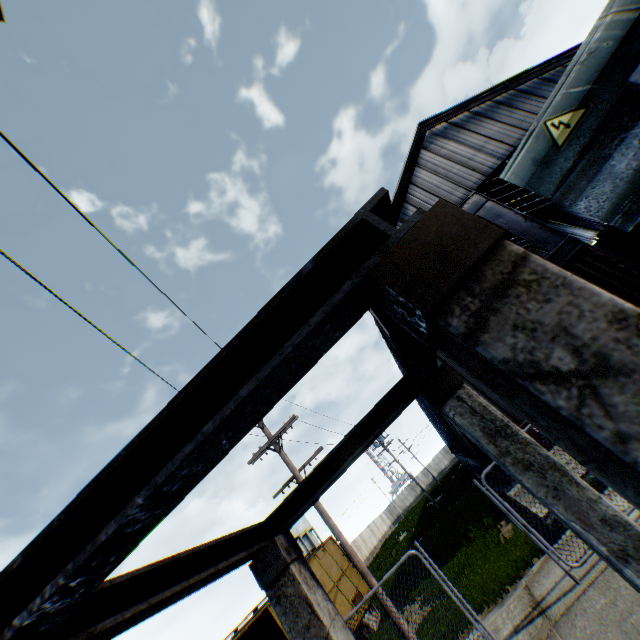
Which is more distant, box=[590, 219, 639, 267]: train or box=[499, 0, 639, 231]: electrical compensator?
box=[590, 219, 639, 267]: train

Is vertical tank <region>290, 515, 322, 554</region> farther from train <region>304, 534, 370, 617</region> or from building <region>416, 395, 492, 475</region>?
train <region>304, 534, 370, 617</region>

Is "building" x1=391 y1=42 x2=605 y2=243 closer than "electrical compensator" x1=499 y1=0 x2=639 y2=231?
No

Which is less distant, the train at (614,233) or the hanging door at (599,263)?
the hanging door at (599,263)

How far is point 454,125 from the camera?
21.1m

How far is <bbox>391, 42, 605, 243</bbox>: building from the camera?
19.3m

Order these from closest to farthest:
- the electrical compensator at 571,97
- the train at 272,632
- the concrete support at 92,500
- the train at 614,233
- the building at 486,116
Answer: the concrete support at 92,500 → the electrical compensator at 571,97 → the train at 272,632 → the train at 614,233 → the building at 486,116
